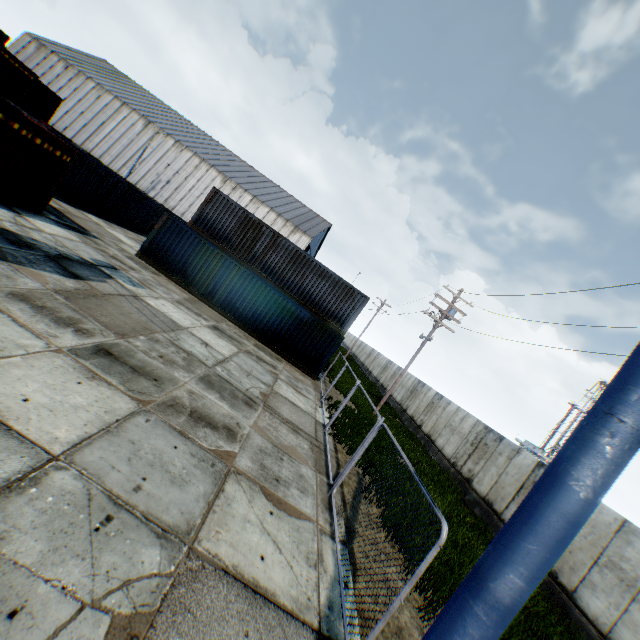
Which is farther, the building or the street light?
the building

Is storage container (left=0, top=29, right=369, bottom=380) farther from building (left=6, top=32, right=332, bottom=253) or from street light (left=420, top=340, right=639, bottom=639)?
building (left=6, top=32, right=332, bottom=253)

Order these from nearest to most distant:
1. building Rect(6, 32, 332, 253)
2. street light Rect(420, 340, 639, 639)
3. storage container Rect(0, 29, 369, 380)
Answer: street light Rect(420, 340, 639, 639) → storage container Rect(0, 29, 369, 380) → building Rect(6, 32, 332, 253)

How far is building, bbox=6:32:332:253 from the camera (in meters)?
43.03

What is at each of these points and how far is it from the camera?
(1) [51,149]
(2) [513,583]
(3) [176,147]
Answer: (1) storage container, 12.00m
(2) street light, 1.96m
(3) building, 44.47m

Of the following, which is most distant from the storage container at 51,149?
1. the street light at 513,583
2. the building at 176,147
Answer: the building at 176,147

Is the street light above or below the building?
below

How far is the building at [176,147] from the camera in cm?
4303
